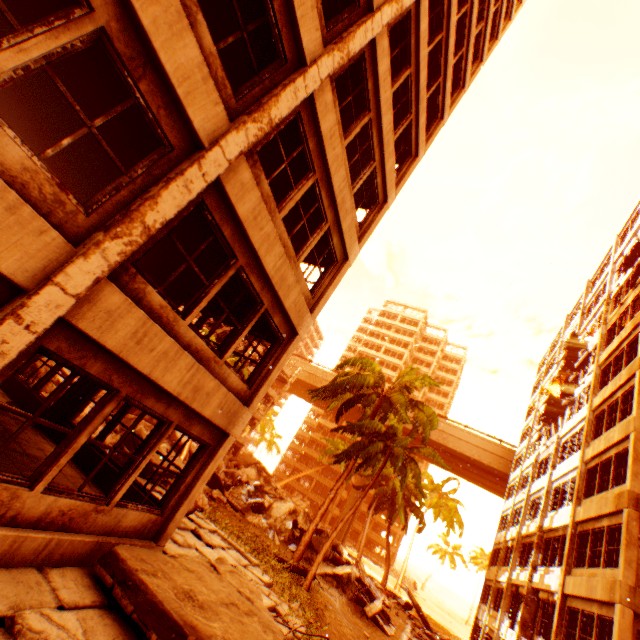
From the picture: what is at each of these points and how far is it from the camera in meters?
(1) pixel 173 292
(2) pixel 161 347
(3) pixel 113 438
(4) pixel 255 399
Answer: (1) pillar, 10.7 m
(2) wall corner piece, 5.2 m
(3) rock pile, 13.1 m
(4) pillar, 7.9 m

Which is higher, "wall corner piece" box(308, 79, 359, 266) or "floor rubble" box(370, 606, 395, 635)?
"wall corner piece" box(308, 79, 359, 266)

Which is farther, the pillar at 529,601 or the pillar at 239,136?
the pillar at 529,601

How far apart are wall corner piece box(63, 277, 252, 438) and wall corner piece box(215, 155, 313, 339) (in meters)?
2.21

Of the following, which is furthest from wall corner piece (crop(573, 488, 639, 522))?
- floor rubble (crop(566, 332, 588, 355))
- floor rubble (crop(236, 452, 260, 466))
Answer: floor rubble (crop(236, 452, 260, 466))

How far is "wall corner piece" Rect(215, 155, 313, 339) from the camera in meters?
5.5 m

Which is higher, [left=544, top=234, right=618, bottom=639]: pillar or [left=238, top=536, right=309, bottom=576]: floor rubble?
[left=544, top=234, right=618, bottom=639]: pillar

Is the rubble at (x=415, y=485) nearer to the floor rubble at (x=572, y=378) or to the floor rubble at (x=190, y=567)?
the floor rubble at (x=572, y=378)
